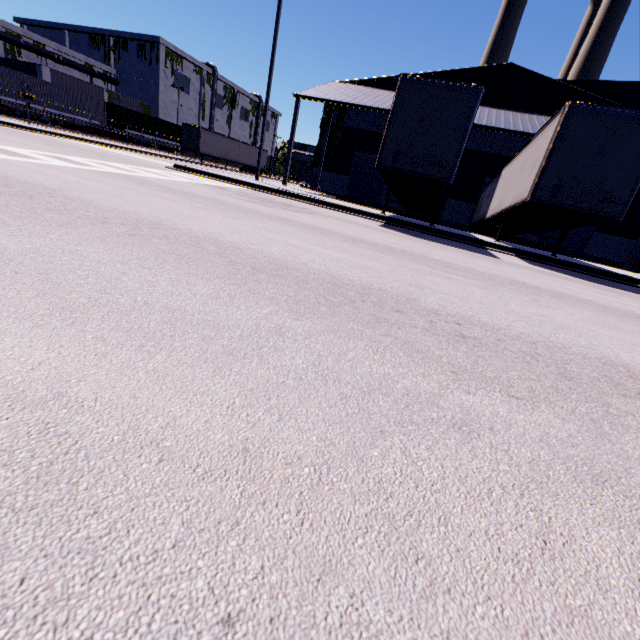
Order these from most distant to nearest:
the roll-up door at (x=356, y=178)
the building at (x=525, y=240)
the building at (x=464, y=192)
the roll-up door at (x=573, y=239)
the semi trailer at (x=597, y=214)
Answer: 1. the roll-up door at (x=356, y=178)
2. the building at (x=525, y=240)
3. the roll-up door at (x=573, y=239)
4. the building at (x=464, y=192)
5. the semi trailer at (x=597, y=214)

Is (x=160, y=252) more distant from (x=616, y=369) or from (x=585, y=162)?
(x=585, y=162)

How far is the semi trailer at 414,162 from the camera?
10.0 meters

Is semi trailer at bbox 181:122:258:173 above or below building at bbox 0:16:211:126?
below

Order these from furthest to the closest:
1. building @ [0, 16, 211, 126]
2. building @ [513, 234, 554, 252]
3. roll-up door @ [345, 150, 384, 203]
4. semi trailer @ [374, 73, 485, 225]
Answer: building @ [0, 16, 211, 126] < roll-up door @ [345, 150, 384, 203] < building @ [513, 234, 554, 252] < semi trailer @ [374, 73, 485, 225]

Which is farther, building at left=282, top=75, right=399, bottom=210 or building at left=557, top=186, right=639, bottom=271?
building at left=557, top=186, right=639, bottom=271

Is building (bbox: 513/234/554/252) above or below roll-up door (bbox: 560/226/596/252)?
below

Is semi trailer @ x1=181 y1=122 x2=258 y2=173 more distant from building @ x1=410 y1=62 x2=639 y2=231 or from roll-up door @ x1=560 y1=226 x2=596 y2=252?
roll-up door @ x1=560 y1=226 x2=596 y2=252
